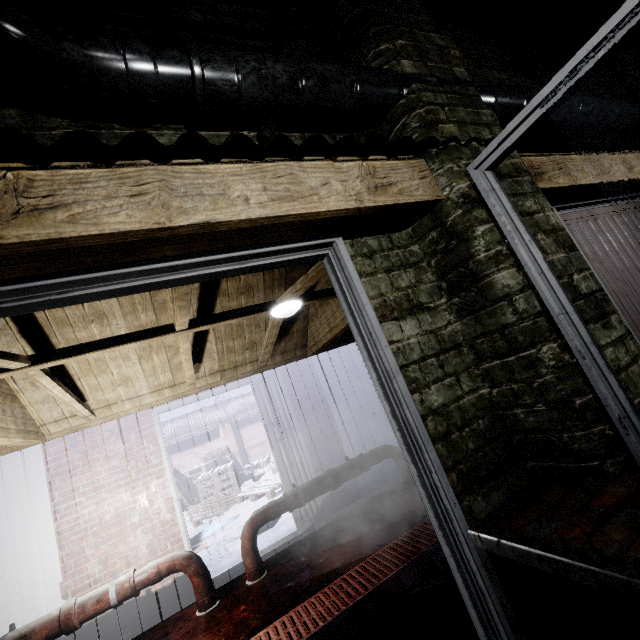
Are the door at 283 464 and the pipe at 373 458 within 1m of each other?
yes

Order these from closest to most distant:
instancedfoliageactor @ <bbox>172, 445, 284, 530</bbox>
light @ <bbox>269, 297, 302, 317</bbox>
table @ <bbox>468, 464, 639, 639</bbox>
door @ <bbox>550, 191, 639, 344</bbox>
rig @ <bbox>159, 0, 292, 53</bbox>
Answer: table @ <bbox>468, 464, 639, 639</bbox>
rig @ <bbox>159, 0, 292, 53</bbox>
door @ <bbox>550, 191, 639, 344</bbox>
light @ <bbox>269, 297, 302, 317</bbox>
instancedfoliageactor @ <bbox>172, 445, 284, 530</bbox>

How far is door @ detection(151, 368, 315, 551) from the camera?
3.6m

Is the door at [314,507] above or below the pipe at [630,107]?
below

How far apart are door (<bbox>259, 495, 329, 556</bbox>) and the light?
1.5m

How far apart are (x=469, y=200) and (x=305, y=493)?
3.3m

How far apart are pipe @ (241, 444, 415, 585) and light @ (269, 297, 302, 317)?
1.92m
